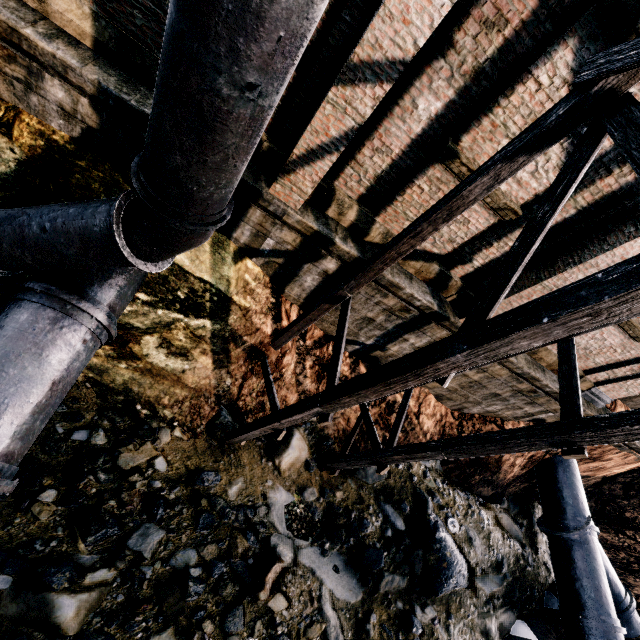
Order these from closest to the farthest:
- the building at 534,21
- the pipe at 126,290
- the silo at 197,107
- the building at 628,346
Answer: the silo at 197,107 → the building at 534,21 → the pipe at 126,290 → the building at 628,346

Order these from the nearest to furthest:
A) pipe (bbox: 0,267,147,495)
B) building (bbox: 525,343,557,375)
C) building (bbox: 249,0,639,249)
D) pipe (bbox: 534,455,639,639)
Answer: building (bbox: 249,0,639,249), pipe (bbox: 0,267,147,495), building (bbox: 525,343,557,375), pipe (bbox: 534,455,639,639)

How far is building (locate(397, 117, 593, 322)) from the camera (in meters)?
5.83

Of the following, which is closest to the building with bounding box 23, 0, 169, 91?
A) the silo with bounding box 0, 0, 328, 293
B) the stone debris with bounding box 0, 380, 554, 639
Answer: the silo with bounding box 0, 0, 328, 293

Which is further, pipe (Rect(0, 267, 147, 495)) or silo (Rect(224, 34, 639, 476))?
pipe (Rect(0, 267, 147, 495))

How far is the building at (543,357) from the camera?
9.88m

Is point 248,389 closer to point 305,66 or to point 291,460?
point 291,460
